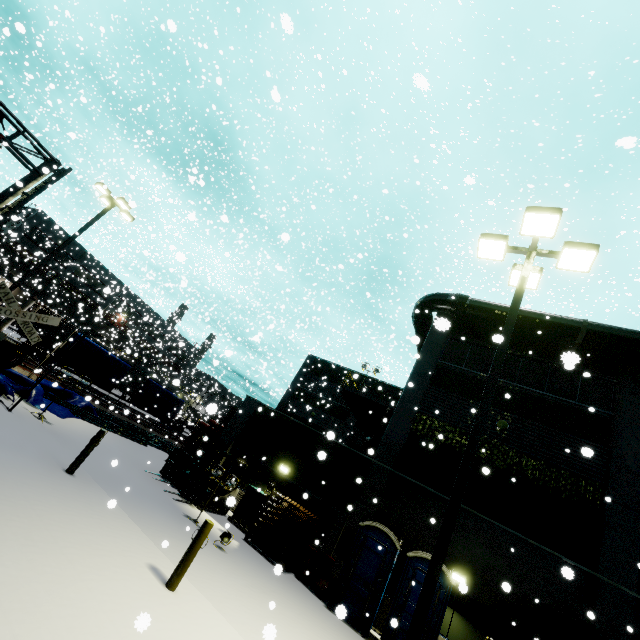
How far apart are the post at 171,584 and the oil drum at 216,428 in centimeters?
2158cm

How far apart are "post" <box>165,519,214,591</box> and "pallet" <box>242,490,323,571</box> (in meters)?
5.86

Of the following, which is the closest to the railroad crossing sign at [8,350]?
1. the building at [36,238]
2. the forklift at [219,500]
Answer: the building at [36,238]

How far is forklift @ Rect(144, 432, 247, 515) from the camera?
12.59m

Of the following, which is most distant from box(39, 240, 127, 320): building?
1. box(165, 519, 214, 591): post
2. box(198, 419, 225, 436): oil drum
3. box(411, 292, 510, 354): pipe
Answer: box(198, 419, 225, 436): oil drum

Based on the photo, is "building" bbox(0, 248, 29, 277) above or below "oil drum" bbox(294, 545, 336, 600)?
above

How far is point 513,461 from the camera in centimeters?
1305cm

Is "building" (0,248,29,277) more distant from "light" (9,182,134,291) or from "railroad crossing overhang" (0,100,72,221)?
"railroad crossing overhang" (0,100,72,221)
